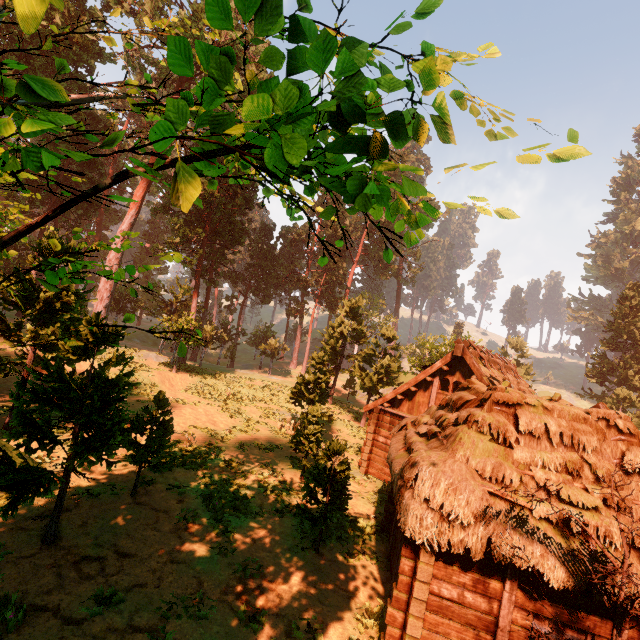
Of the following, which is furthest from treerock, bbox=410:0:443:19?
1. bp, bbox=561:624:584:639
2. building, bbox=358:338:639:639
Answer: bp, bbox=561:624:584:639

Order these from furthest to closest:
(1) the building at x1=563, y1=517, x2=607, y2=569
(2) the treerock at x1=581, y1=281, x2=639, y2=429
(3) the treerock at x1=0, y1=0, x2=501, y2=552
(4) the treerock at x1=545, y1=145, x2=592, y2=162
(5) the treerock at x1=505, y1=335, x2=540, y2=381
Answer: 1. (5) the treerock at x1=505, y1=335, x2=540, y2=381
2. (2) the treerock at x1=581, y1=281, x2=639, y2=429
3. (1) the building at x1=563, y1=517, x2=607, y2=569
4. (3) the treerock at x1=0, y1=0, x2=501, y2=552
5. (4) the treerock at x1=545, y1=145, x2=592, y2=162

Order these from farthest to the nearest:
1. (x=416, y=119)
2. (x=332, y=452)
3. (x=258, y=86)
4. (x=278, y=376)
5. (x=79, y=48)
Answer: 1. (x=278, y=376)
2. (x=79, y=48)
3. (x=332, y=452)
4. (x=258, y=86)
5. (x=416, y=119)

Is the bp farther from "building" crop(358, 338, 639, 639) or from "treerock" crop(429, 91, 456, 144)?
"treerock" crop(429, 91, 456, 144)

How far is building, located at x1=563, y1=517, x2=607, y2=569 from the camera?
6.0 meters

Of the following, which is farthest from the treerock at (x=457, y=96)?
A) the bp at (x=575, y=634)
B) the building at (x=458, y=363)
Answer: the bp at (x=575, y=634)

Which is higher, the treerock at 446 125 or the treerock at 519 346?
the treerock at 519 346
